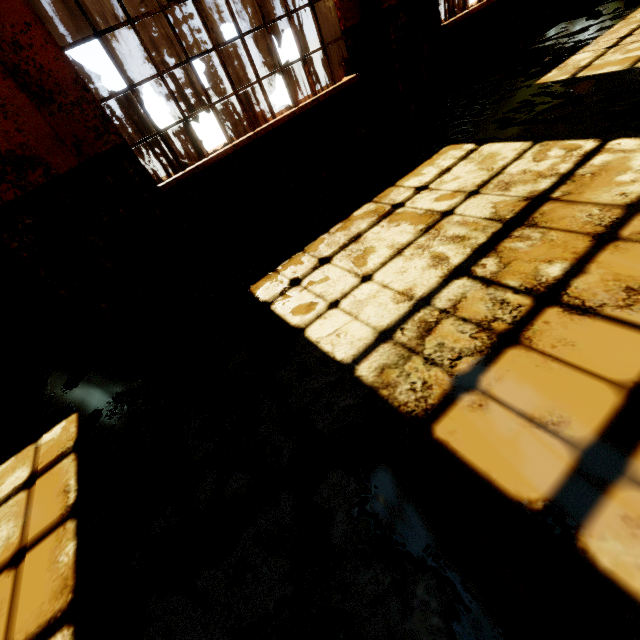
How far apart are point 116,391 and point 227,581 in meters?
2.0 m

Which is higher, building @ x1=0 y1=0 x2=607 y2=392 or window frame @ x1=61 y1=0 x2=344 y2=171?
window frame @ x1=61 y1=0 x2=344 y2=171

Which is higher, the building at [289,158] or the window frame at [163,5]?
the window frame at [163,5]
